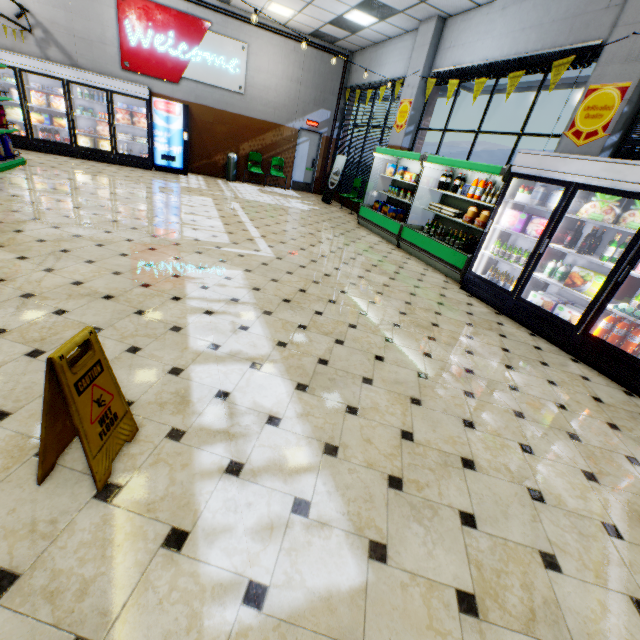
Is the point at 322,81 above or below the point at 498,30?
below

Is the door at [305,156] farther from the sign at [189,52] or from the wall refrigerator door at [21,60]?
the wall refrigerator door at [21,60]

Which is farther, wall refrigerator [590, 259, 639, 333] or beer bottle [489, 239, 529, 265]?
beer bottle [489, 239, 529, 265]

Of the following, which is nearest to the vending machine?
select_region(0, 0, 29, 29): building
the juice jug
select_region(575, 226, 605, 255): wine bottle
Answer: select_region(0, 0, 29, 29): building

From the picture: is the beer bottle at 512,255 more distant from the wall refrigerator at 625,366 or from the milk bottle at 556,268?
the milk bottle at 556,268

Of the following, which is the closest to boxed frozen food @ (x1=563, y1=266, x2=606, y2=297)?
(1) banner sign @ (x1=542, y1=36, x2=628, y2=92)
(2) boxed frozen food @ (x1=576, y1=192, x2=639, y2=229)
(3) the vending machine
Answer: Answer: (2) boxed frozen food @ (x1=576, y1=192, x2=639, y2=229)

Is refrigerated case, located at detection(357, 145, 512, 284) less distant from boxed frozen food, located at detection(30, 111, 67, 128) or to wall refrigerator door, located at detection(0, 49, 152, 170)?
wall refrigerator door, located at detection(0, 49, 152, 170)

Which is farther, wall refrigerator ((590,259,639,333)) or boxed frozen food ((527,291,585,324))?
boxed frozen food ((527,291,585,324))
